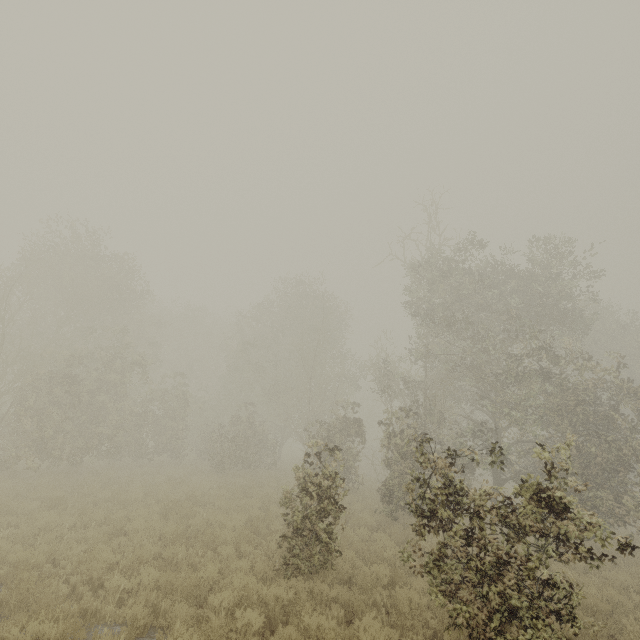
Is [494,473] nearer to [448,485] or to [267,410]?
[448,485]
